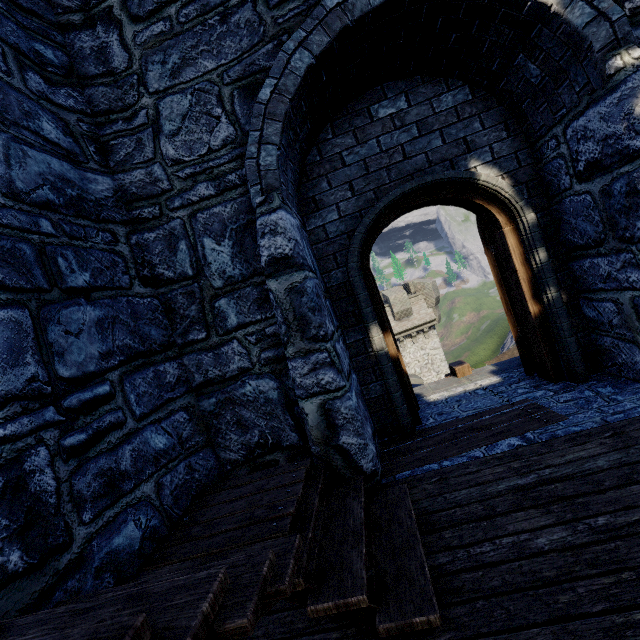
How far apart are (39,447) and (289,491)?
1.6m

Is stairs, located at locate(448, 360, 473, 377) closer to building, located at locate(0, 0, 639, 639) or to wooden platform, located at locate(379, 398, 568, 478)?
building, located at locate(0, 0, 639, 639)

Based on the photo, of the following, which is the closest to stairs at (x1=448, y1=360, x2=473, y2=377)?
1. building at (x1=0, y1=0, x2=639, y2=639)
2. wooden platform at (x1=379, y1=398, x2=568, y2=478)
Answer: building at (x1=0, y1=0, x2=639, y2=639)

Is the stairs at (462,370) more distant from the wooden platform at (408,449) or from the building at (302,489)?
the wooden platform at (408,449)

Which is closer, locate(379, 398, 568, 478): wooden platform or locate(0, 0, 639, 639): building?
locate(0, 0, 639, 639): building

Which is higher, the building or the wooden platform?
the building

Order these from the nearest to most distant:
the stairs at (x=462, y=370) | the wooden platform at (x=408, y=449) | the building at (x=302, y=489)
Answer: the building at (x=302, y=489) < the wooden platform at (x=408, y=449) < the stairs at (x=462, y=370)

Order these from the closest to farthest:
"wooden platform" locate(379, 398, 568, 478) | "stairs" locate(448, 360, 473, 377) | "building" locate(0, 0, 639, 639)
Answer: "building" locate(0, 0, 639, 639), "wooden platform" locate(379, 398, 568, 478), "stairs" locate(448, 360, 473, 377)
